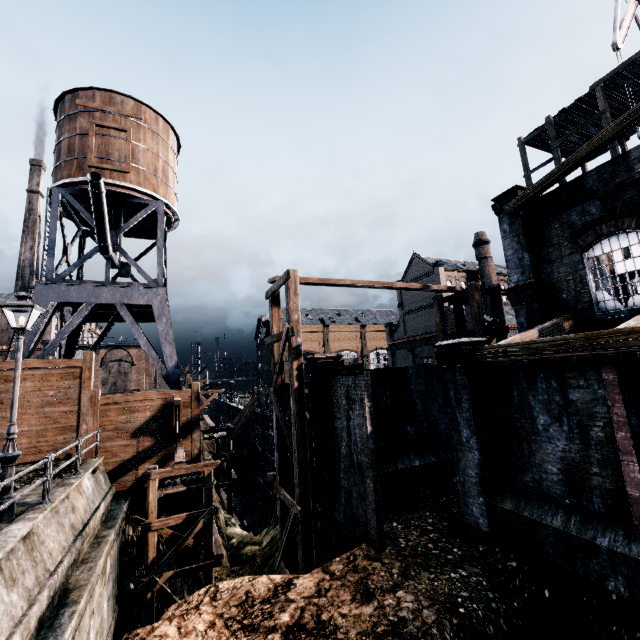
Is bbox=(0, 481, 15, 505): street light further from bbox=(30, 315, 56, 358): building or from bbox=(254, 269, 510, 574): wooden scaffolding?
bbox=(30, 315, 56, 358): building

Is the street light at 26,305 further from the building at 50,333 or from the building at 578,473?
the building at 50,333

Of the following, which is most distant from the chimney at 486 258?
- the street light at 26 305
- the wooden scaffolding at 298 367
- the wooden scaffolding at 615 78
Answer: the street light at 26 305

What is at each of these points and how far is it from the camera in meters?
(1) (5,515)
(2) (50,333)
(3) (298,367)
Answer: (1) street light, 8.0
(2) building, 53.7
(3) wooden scaffolding, 15.0

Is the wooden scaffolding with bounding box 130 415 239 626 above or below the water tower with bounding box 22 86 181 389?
below

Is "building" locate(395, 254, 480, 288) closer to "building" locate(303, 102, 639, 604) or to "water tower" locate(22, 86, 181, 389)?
"building" locate(303, 102, 639, 604)

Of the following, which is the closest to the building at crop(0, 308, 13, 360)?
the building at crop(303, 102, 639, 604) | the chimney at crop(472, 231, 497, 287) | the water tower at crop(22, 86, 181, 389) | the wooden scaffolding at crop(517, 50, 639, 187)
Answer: the water tower at crop(22, 86, 181, 389)

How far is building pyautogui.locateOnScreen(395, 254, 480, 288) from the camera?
49.0 meters
